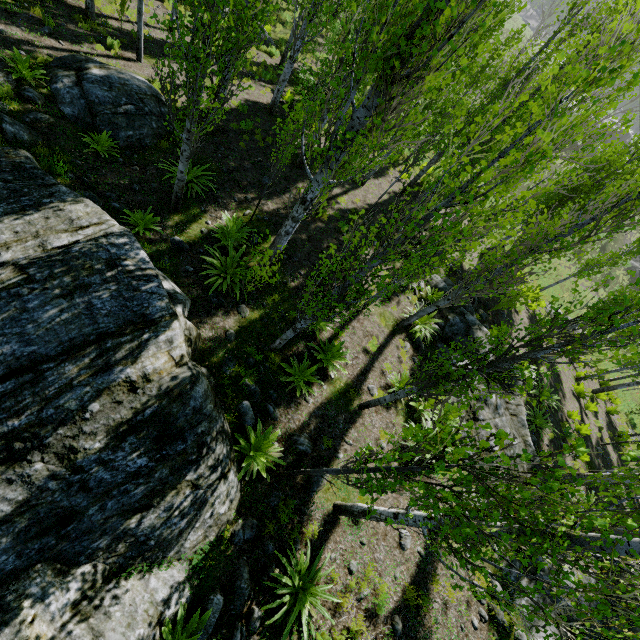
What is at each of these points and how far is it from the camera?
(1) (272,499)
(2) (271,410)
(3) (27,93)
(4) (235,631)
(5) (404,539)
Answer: (1) rock, 6.1 meters
(2) rock, 7.0 meters
(3) rock, 8.2 meters
(4) rock, 4.7 meters
(5) rock, 7.0 meters

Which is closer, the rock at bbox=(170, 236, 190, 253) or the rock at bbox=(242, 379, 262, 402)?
the rock at bbox=(242, 379, 262, 402)

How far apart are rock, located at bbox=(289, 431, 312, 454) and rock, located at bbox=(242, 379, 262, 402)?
0.4m

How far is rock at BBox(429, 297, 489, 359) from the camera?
11.66m

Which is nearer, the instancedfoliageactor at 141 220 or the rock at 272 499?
the rock at 272 499

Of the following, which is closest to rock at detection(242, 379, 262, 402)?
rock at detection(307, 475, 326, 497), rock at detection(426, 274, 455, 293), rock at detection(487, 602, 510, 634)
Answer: rock at detection(307, 475, 326, 497)

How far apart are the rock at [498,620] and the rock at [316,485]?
4.20m

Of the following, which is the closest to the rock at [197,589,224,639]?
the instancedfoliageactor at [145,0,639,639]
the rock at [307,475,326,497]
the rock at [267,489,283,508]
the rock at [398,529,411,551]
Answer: the instancedfoliageactor at [145,0,639,639]
